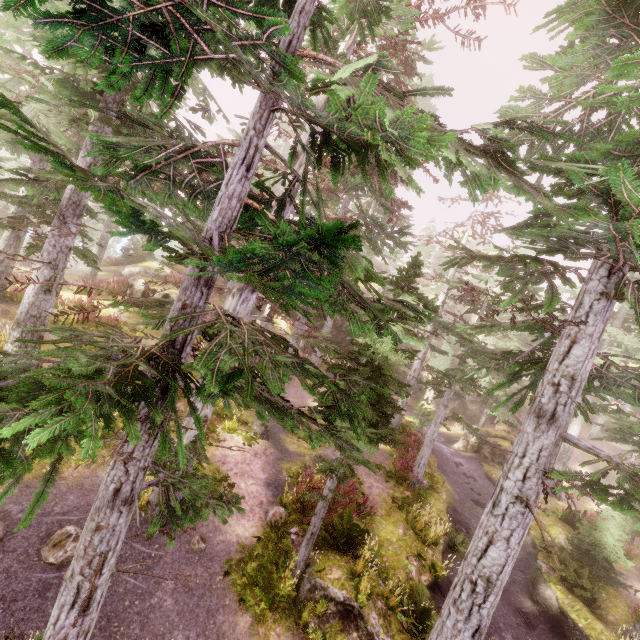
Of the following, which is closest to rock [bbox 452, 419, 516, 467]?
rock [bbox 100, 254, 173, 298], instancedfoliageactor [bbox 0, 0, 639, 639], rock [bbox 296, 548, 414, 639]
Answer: instancedfoliageactor [bbox 0, 0, 639, 639]

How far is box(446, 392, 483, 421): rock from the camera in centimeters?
3784cm

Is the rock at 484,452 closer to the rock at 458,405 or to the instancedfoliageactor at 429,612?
the instancedfoliageactor at 429,612

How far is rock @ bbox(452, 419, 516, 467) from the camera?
25.78m

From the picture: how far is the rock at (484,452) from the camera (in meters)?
25.78

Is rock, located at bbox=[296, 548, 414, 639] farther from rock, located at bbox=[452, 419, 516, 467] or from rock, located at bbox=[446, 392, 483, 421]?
rock, located at bbox=[452, 419, 516, 467]

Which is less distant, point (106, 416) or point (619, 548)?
point (106, 416)
